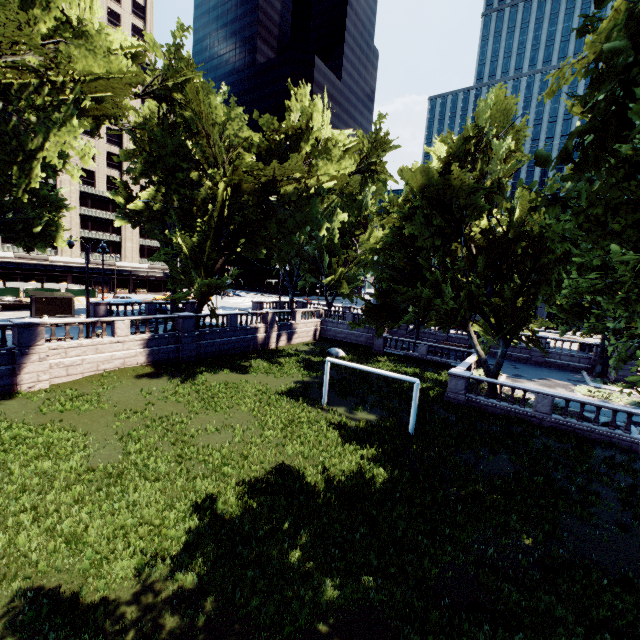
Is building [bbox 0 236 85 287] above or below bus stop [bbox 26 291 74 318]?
above

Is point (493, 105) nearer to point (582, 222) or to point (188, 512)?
point (582, 222)

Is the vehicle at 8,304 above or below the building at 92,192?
below

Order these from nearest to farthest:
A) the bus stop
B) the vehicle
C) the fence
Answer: the bus stop → the vehicle → the fence

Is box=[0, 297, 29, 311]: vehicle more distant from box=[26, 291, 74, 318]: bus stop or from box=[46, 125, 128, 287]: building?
box=[46, 125, 128, 287]: building

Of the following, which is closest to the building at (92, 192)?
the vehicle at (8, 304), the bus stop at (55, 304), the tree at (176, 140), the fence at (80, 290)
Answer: the fence at (80, 290)

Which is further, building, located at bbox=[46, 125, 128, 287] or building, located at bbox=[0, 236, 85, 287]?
building, located at bbox=[46, 125, 128, 287]
